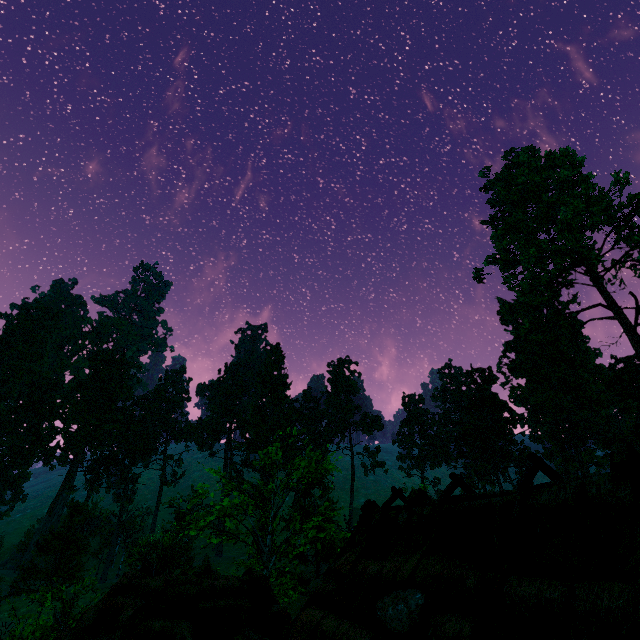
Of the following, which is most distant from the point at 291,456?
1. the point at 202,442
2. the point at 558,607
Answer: the point at 558,607

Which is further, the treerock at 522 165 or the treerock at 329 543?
the treerock at 522 165

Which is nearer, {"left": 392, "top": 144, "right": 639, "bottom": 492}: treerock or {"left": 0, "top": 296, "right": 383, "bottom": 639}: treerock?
{"left": 0, "top": 296, "right": 383, "bottom": 639}: treerock

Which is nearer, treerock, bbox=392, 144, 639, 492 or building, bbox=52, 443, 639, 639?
building, bbox=52, 443, 639, 639

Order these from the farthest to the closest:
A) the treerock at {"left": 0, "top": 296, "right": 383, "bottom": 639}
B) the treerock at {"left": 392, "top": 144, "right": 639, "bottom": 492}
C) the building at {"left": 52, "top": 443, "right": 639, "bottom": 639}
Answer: the treerock at {"left": 392, "top": 144, "right": 639, "bottom": 492}
the treerock at {"left": 0, "top": 296, "right": 383, "bottom": 639}
the building at {"left": 52, "top": 443, "right": 639, "bottom": 639}

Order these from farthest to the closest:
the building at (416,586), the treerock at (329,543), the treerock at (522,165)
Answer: the treerock at (522,165), the treerock at (329,543), the building at (416,586)

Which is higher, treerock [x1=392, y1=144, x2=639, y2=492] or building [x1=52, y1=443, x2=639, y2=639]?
treerock [x1=392, y1=144, x2=639, y2=492]
